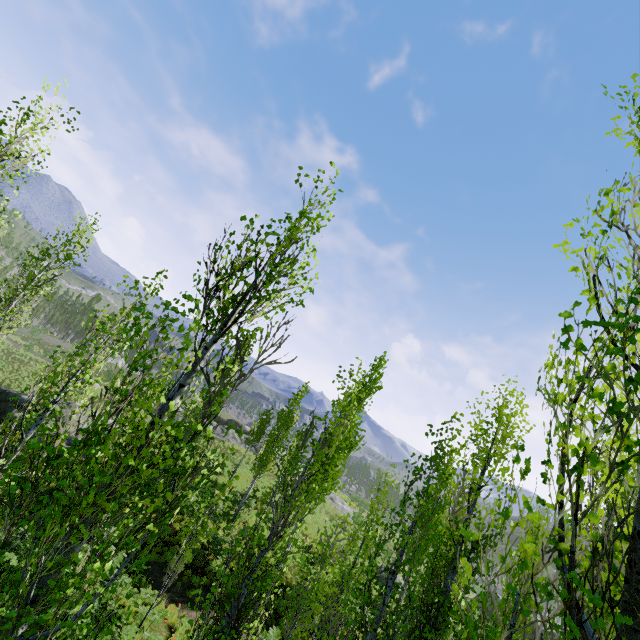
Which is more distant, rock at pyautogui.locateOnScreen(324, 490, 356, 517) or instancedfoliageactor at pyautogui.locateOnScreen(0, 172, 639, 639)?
rock at pyautogui.locateOnScreen(324, 490, 356, 517)

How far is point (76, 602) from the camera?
3.06m

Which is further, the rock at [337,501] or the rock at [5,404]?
the rock at [337,501]

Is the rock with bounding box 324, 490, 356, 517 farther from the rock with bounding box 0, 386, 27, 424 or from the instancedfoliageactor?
the rock with bounding box 0, 386, 27, 424

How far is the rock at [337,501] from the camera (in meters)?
37.53

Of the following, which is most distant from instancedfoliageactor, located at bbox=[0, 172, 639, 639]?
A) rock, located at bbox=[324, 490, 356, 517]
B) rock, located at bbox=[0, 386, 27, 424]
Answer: rock, located at bbox=[0, 386, 27, 424]

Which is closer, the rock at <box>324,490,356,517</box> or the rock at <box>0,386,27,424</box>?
the rock at <box>0,386,27,424</box>
